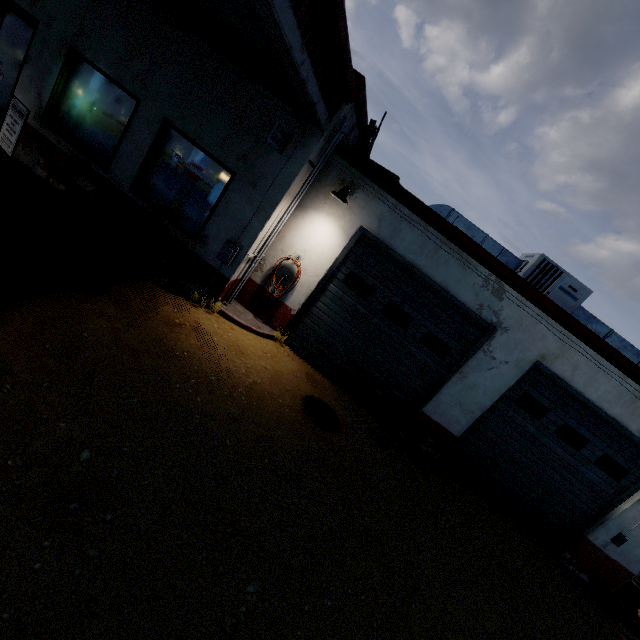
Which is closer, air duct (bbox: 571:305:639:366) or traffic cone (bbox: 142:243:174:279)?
traffic cone (bbox: 142:243:174:279)

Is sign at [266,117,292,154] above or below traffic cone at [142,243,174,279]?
above

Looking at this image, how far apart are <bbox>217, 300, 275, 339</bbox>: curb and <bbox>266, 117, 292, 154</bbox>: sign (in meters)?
3.17

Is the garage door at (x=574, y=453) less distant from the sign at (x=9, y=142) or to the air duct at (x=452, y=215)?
the air duct at (x=452, y=215)

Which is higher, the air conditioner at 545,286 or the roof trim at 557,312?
the air conditioner at 545,286

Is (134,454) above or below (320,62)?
below

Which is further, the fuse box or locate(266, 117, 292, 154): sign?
the fuse box

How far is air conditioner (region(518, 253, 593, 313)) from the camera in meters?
7.1 m
